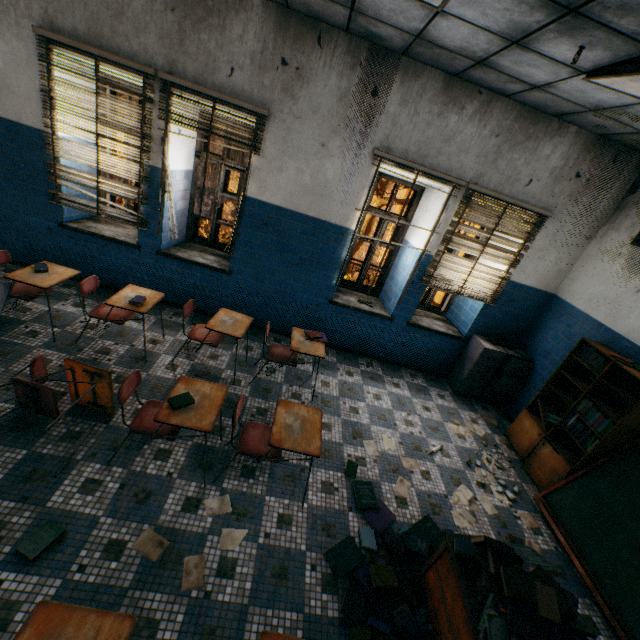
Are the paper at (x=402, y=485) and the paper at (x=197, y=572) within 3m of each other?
yes

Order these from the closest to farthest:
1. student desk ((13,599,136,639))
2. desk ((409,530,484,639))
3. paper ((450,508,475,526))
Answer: student desk ((13,599,136,639)) < desk ((409,530,484,639)) < paper ((450,508,475,526))

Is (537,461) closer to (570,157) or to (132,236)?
(570,157)

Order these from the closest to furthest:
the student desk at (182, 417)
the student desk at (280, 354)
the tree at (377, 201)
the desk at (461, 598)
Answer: the desk at (461, 598)
the student desk at (182, 417)
the student desk at (280, 354)
the tree at (377, 201)

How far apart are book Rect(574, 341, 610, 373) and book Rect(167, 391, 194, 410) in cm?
453

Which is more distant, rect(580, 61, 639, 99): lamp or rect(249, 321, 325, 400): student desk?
rect(249, 321, 325, 400): student desk

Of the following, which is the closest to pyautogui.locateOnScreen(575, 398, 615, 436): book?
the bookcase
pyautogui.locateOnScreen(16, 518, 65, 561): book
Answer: the bookcase

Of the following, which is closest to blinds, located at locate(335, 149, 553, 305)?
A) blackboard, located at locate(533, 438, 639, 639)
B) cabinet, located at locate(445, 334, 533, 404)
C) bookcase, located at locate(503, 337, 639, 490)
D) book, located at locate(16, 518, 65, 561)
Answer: cabinet, located at locate(445, 334, 533, 404)
